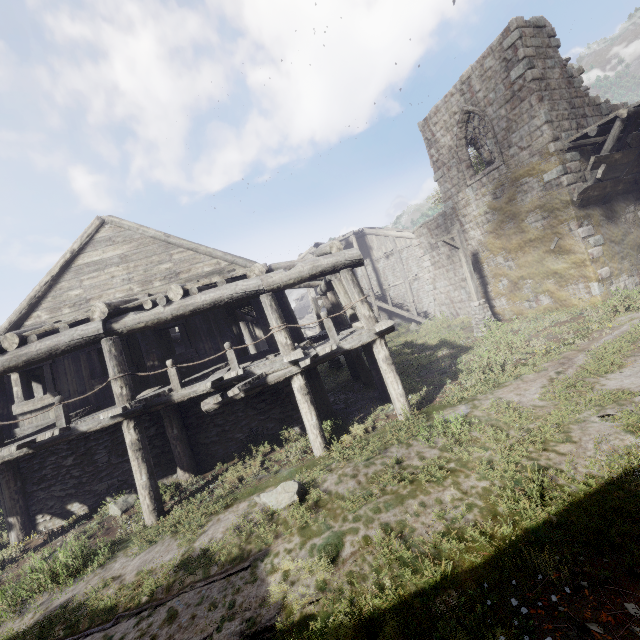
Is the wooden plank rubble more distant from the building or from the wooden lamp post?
the wooden lamp post

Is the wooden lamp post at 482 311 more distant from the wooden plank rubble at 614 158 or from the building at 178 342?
the wooden plank rubble at 614 158

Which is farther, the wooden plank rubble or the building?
the wooden plank rubble

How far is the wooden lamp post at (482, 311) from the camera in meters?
14.6

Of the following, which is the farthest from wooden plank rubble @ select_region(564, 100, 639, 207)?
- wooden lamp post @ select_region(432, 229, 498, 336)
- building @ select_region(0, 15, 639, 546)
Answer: wooden lamp post @ select_region(432, 229, 498, 336)

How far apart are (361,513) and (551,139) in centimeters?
1444cm

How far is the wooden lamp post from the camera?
14.6 meters

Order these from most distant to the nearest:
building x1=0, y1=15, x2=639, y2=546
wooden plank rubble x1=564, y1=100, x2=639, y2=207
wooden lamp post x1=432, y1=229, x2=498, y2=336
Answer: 1. wooden lamp post x1=432, y1=229, x2=498, y2=336
2. wooden plank rubble x1=564, y1=100, x2=639, y2=207
3. building x1=0, y1=15, x2=639, y2=546
